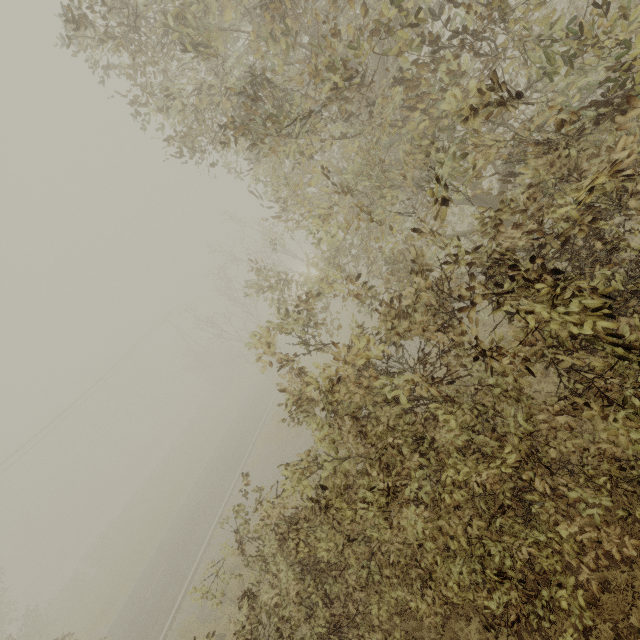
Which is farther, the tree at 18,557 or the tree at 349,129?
the tree at 18,557

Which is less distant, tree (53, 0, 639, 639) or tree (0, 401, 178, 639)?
tree (53, 0, 639, 639)

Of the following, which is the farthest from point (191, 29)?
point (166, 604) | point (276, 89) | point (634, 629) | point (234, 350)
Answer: point (234, 350)
